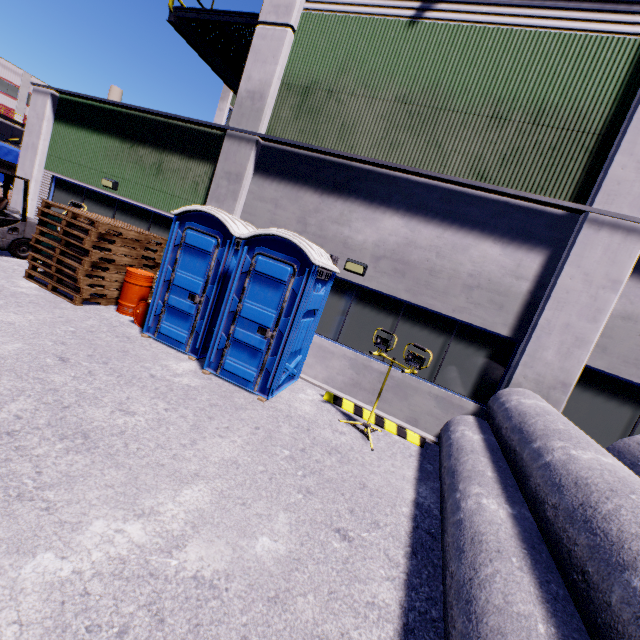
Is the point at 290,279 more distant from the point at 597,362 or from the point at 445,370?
the point at 597,362

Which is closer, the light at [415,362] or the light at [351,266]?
the light at [415,362]

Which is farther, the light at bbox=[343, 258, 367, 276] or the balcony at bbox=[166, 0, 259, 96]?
the balcony at bbox=[166, 0, 259, 96]

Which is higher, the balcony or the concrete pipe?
the balcony

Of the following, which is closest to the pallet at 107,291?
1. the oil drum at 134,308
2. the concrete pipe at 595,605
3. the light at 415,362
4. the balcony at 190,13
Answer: the oil drum at 134,308

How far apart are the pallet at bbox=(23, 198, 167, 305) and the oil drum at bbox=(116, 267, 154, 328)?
0.2m

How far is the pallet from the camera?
7.1 meters

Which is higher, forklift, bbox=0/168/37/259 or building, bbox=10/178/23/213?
building, bbox=10/178/23/213
